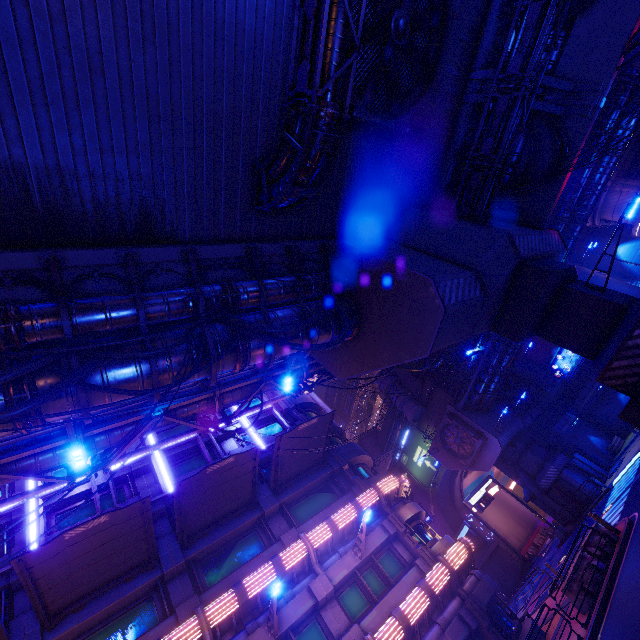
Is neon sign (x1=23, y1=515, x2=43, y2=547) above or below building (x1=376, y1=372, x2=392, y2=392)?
below

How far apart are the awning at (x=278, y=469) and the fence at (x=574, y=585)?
11.7 meters

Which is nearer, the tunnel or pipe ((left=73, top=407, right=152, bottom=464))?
pipe ((left=73, top=407, right=152, bottom=464))

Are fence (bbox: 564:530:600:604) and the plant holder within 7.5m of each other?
no

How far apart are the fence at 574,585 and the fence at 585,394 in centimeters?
2772cm

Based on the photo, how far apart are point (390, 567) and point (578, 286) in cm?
1575

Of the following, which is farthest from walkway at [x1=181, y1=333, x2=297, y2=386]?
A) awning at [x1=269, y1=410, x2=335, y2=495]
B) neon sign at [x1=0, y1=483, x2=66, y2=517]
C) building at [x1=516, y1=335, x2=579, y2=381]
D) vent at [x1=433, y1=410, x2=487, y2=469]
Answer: building at [x1=516, y1=335, x2=579, y2=381]

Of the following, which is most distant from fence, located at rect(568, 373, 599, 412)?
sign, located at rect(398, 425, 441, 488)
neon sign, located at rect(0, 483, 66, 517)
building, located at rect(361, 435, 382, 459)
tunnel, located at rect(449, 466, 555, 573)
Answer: neon sign, located at rect(0, 483, 66, 517)
